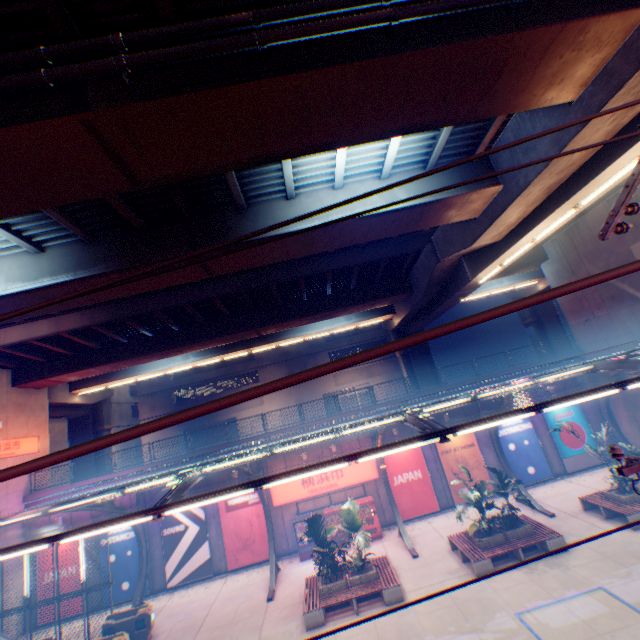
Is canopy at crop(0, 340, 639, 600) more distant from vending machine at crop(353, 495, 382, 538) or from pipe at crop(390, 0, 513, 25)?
pipe at crop(390, 0, 513, 25)

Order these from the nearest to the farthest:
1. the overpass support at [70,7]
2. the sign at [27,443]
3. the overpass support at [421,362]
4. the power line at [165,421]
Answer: the power line at [165,421] → the overpass support at [70,7] → the sign at [27,443] → the overpass support at [421,362]

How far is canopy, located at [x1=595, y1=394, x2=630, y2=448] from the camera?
19.2m

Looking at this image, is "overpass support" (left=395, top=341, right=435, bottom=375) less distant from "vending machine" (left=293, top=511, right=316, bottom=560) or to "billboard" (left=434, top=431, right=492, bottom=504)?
"billboard" (left=434, top=431, right=492, bottom=504)

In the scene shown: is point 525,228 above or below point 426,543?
above

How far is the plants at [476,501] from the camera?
13.6m

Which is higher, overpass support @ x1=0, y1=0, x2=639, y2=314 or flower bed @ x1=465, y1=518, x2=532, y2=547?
overpass support @ x1=0, y1=0, x2=639, y2=314

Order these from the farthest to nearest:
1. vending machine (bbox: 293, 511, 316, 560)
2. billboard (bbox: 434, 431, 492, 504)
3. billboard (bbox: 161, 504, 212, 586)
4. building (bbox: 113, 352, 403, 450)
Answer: building (bbox: 113, 352, 403, 450) → billboard (bbox: 434, 431, 492, 504) → billboard (bbox: 161, 504, 212, 586) → vending machine (bbox: 293, 511, 316, 560)
